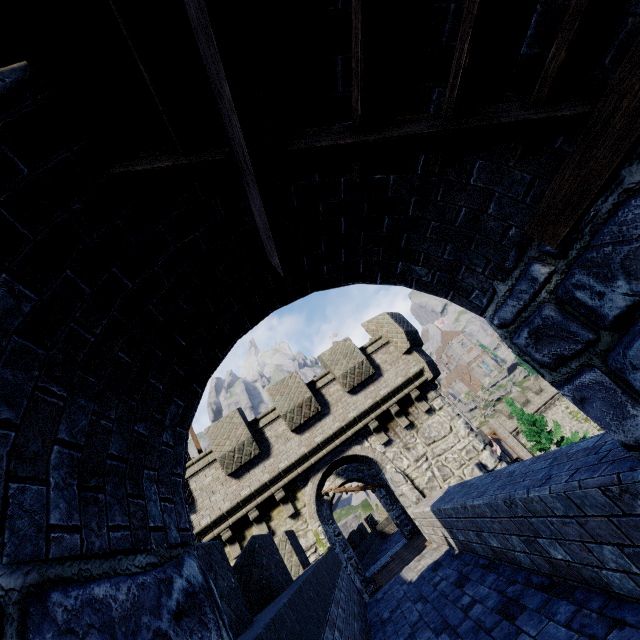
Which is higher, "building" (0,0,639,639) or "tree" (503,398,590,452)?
"building" (0,0,639,639)

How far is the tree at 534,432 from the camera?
26.72m

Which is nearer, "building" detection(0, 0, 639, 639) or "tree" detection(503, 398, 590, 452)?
"building" detection(0, 0, 639, 639)

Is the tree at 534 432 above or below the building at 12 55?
below

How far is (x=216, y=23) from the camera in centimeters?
89cm

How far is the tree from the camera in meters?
26.7 m
